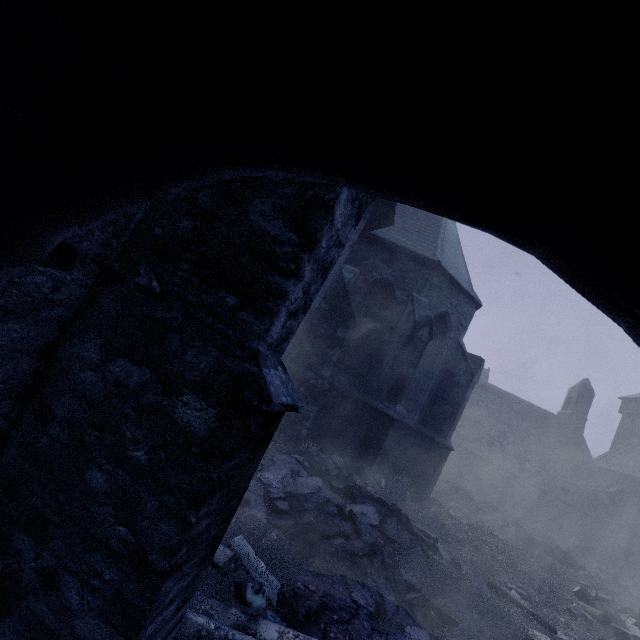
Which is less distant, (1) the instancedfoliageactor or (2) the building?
(2) the building

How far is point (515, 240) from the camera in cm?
97

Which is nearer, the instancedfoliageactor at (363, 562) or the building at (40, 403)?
the building at (40, 403)

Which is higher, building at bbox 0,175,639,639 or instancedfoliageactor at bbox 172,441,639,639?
building at bbox 0,175,639,639

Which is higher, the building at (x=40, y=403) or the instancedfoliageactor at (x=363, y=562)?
the building at (x=40, y=403)
